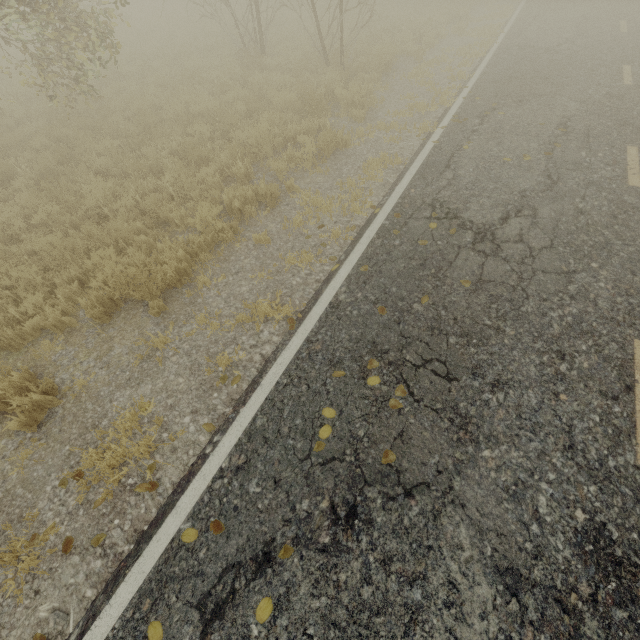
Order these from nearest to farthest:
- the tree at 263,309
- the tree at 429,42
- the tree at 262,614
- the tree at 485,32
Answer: the tree at 262,614 → the tree at 263,309 → the tree at 429,42 → the tree at 485,32

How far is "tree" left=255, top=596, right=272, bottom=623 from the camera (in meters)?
2.47

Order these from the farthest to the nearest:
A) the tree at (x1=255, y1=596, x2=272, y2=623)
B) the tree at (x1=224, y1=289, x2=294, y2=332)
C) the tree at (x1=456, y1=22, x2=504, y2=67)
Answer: the tree at (x1=456, y1=22, x2=504, y2=67)
the tree at (x1=224, y1=289, x2=294, y2=332)
the tree at (x1=255, y1=596, x2=272, y2=623)

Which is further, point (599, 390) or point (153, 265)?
point (153, 265)

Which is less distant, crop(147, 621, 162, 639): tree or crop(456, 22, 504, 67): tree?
crop(147, 621, 162, 639): tree

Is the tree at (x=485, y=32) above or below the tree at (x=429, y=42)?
below
